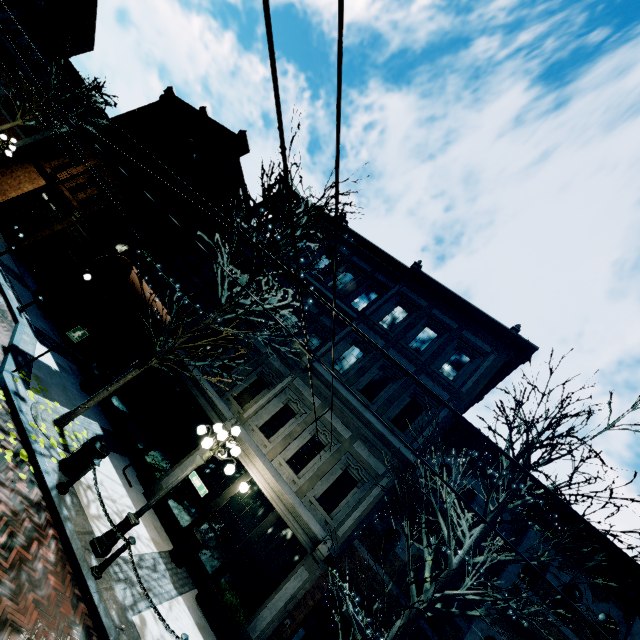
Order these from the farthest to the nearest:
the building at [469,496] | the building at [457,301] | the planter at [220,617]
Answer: the building at [457,301], the building at [469,496], the planter at [220,617]

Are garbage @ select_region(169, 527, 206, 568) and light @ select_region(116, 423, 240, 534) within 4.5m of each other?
yes

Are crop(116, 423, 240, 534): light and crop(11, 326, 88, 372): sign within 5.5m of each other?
yes

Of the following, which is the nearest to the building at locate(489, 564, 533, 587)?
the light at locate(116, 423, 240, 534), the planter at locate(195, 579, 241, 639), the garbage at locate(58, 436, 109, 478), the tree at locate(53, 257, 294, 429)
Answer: the planter at locate(195, 579, 241, 639)

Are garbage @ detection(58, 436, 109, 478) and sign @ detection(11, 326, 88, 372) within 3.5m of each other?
yes

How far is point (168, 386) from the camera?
13.22m

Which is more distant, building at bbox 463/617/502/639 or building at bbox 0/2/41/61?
building at bbox 0/2/41/61

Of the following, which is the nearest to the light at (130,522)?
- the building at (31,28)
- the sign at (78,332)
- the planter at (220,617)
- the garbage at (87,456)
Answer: the garbage at (87,456)
